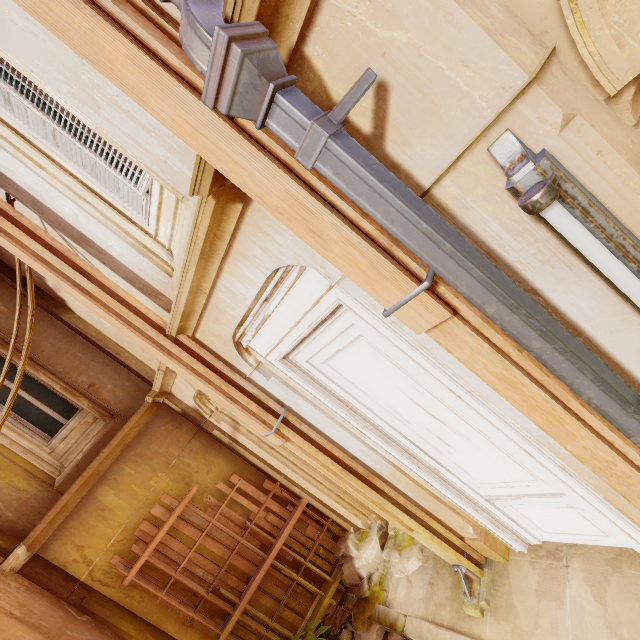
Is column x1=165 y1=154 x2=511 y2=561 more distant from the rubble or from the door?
the rubble

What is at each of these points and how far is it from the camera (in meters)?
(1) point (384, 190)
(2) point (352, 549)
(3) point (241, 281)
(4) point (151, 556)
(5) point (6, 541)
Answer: (1) pipe, 1.07
(2) rubble, 5.26
(3) column, 2.44
(4) wood, 4.71
(5) column, 4.41

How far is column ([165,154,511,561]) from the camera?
1.94m

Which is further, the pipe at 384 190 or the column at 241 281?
the column at 241 281

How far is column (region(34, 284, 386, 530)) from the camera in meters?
4.8 m

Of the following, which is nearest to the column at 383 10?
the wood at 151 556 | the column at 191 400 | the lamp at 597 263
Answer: the lamp at 597 263

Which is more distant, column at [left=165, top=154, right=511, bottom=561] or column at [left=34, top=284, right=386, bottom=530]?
column at [left=34, top=284, right=386, bottom=530]

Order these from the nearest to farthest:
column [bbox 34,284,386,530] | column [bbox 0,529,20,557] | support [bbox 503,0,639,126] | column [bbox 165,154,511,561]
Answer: support [bbox 503,0,639,126] < column [bbox 165,154,511,561] < column [bbox 0,529,20,557] < column [bbox 34,284,386,530]
